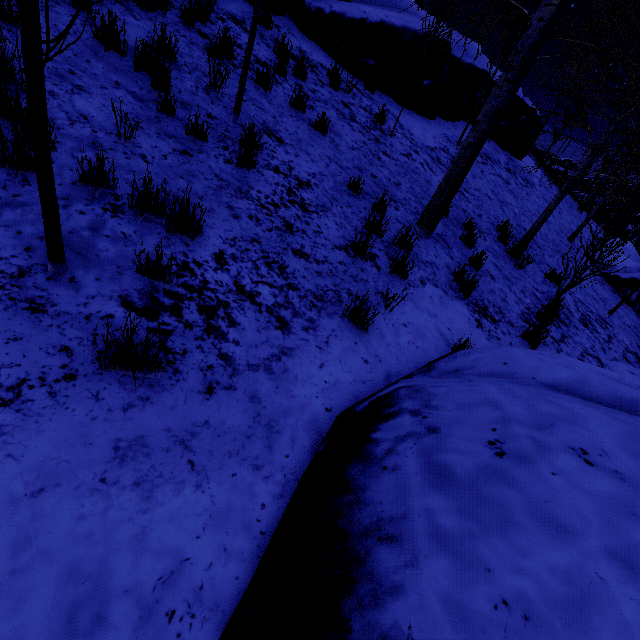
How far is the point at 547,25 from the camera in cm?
404

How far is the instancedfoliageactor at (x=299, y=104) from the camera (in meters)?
5.62

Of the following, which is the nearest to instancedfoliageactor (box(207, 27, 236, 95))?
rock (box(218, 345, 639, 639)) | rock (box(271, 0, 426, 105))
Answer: rock (box(271, 0, 426, 105))

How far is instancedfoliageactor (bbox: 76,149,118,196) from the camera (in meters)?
2.54

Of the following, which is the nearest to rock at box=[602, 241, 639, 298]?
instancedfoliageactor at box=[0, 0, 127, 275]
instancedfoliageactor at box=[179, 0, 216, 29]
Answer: instancedfoliageactor at box=[179, 0, 216, 29]

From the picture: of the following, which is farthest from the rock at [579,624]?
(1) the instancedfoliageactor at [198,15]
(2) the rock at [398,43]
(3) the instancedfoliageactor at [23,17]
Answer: (2) the rock at [398,43]

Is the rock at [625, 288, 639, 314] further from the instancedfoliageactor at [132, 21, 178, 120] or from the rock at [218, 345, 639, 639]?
the rock at [218, 345, 639, 639]

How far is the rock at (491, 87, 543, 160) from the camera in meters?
12.1
